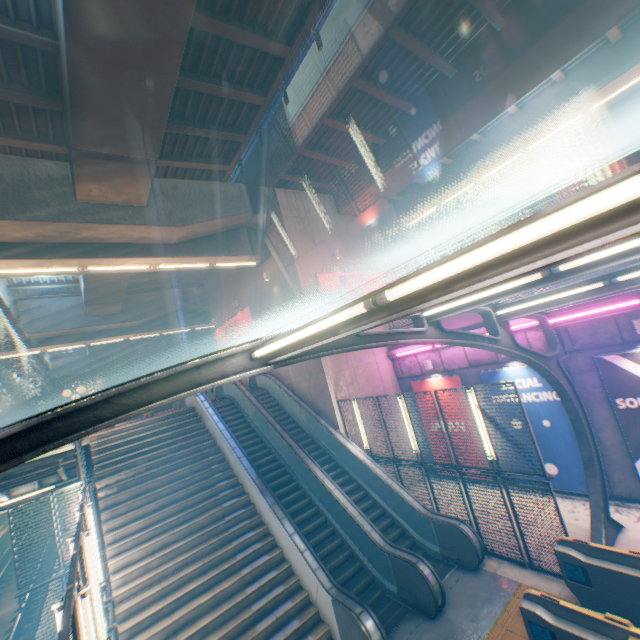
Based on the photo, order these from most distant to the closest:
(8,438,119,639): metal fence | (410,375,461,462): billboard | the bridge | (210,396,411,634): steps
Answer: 1. (410,375,461,462): billboard
2. the bridge
3. (210,396,411,634): steps
4. (8,438,119,639): metal fence

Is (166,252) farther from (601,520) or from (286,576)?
(601,520)

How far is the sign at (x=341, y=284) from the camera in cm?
1509

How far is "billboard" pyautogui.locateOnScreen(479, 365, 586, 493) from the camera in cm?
1056

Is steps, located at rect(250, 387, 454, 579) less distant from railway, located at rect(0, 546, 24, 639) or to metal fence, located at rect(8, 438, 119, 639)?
metal fence, located at rect(8, 438, 119, 639)

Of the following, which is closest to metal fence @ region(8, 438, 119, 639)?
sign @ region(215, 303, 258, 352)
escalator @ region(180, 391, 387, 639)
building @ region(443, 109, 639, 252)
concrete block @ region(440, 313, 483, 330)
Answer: concrete block @ region(440, 313, 483, 330)

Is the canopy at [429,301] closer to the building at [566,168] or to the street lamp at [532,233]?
the street lamp at [532,233]

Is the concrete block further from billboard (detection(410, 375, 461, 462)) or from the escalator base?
the escalator base
